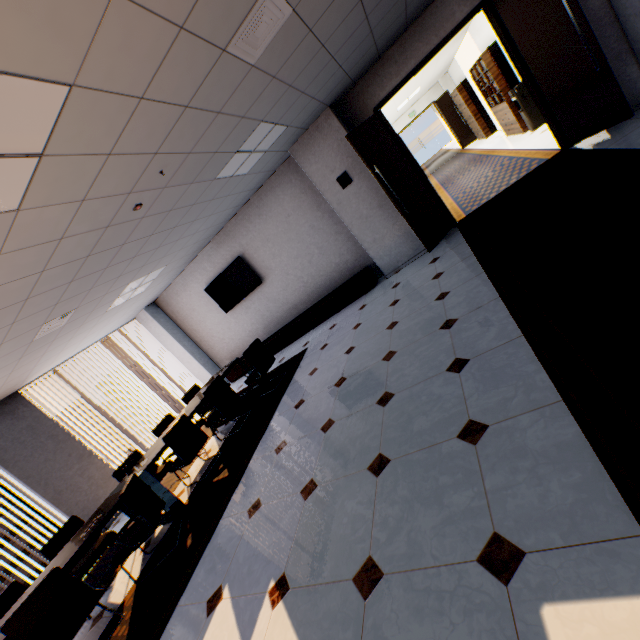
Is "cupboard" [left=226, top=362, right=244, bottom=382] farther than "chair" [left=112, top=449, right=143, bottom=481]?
Yes

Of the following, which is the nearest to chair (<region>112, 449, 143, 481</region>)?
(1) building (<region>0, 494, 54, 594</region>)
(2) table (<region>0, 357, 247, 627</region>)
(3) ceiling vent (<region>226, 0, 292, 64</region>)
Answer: (2) table (<region>0, 357, 247, 627</region>)

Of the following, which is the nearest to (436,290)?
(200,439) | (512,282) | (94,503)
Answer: (512,282)

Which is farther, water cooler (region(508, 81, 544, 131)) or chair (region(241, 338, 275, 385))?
water cooler (region(508, 81, 544, 131))

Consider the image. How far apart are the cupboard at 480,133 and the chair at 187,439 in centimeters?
1400cm

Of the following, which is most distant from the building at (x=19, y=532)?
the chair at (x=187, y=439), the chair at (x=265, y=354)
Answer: the chair at (x=265, y=354)

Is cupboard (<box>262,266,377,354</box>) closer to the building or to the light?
the light

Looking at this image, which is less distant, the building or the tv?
the tv
